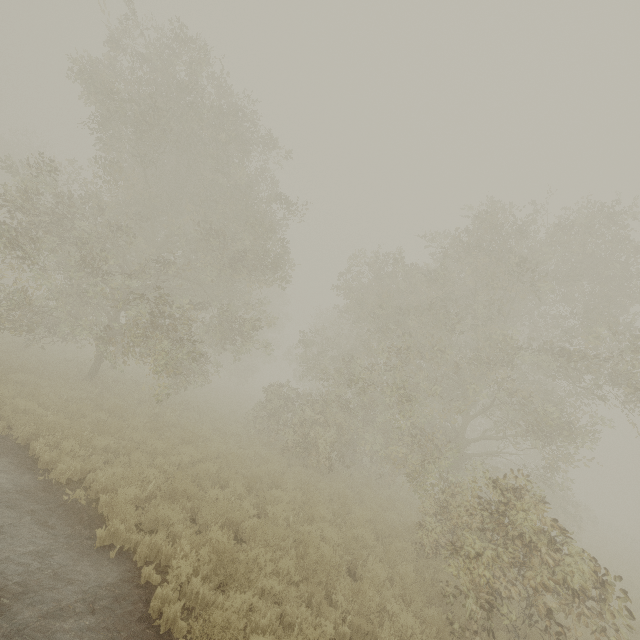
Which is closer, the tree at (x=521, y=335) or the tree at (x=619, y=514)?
the tree at (x=521, y=335)

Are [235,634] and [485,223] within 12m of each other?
no

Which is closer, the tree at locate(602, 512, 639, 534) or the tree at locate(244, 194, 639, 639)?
the tree at locate(244, 194, 639, 639)
